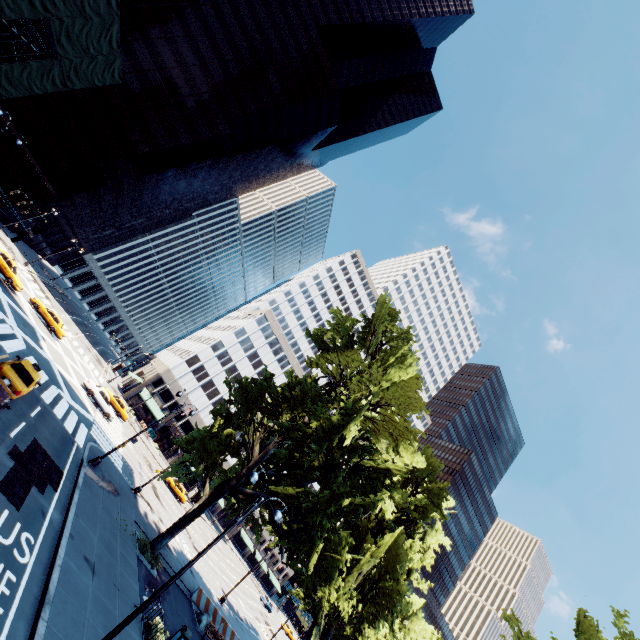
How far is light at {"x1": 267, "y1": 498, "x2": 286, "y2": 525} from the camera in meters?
11.6 m

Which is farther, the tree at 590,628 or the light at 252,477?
the tree at 590,628

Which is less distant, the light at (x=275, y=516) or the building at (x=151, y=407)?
the light at (x=275, y=516)

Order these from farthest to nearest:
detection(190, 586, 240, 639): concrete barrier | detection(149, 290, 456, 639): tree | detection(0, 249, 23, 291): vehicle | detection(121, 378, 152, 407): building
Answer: detection(121, 378, 152, 407): building, detection(0, 249, 23, 291): vehicle, detection(190, 586, 240, 639): concrete barrier, detection(149, 290, 456, 639): tree

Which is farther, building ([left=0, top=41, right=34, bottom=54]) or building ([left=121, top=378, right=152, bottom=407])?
building ([left=121, top=378, right=152, bottom=407])

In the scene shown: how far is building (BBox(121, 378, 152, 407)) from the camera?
57.7m

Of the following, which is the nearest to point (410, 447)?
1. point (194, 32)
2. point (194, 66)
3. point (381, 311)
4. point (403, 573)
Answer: point (403, 573)

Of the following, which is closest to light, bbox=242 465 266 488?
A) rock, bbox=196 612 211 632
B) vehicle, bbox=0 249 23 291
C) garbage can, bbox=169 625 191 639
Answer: garbage can, bbox=169 625 191 639
